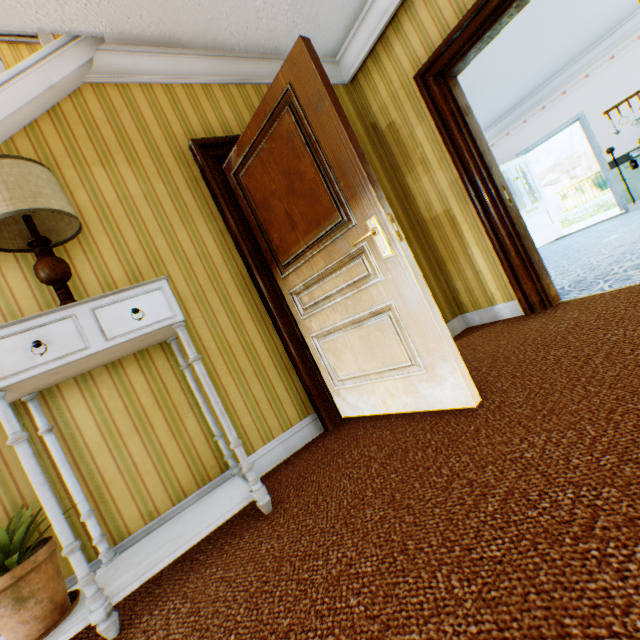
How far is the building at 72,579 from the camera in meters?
1.7

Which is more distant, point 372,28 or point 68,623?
point 372,28

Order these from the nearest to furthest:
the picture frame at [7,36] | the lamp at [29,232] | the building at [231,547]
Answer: the building at [231,547] → the lamp at [29,232] → the picture frame at [7,36]

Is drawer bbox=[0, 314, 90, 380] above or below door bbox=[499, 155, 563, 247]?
above

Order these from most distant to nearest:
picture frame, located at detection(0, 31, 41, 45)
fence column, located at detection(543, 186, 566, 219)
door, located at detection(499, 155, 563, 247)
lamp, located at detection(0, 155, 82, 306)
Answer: fence column, located at detection(543, 186, 566, 219)
door, located at detection(499, 155, 563, 247)
picture frame, located at detection(0, 31, 41, 45)
lamp, located at detection(0, 155, 82, 306)

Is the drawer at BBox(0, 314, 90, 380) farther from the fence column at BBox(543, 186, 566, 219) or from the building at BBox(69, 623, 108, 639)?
the fence column at BBox(543, 186, 566, 219)

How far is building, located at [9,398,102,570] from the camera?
1.7 meters

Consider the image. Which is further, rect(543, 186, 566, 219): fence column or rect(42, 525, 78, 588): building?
rect(543, 186, 566, 219): fence column
